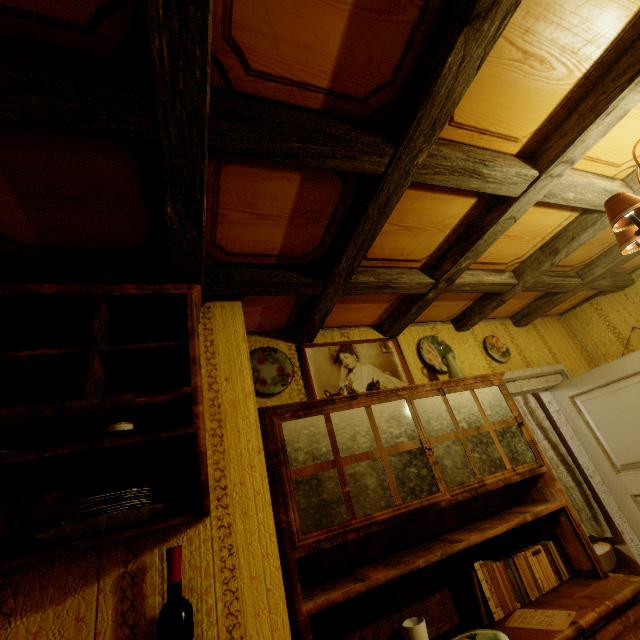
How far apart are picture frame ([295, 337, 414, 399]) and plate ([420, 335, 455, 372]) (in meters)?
0.21

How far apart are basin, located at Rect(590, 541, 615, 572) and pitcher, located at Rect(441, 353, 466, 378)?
2.55m

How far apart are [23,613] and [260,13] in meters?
2.0

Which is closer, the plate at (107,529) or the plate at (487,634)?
the plate at (107,529)

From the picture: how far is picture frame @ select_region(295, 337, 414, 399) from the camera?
2.4m

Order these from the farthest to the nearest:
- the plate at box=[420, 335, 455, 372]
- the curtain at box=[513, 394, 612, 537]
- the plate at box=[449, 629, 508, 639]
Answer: the curtain at box=[513, 394, 612, 537]
the plate at box=[420, 335, 455, 372]
the plate at box=[449, 629, 508, 639]

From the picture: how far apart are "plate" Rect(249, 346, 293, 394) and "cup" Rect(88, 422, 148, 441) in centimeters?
103cm

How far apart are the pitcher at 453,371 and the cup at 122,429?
2.2 meters
